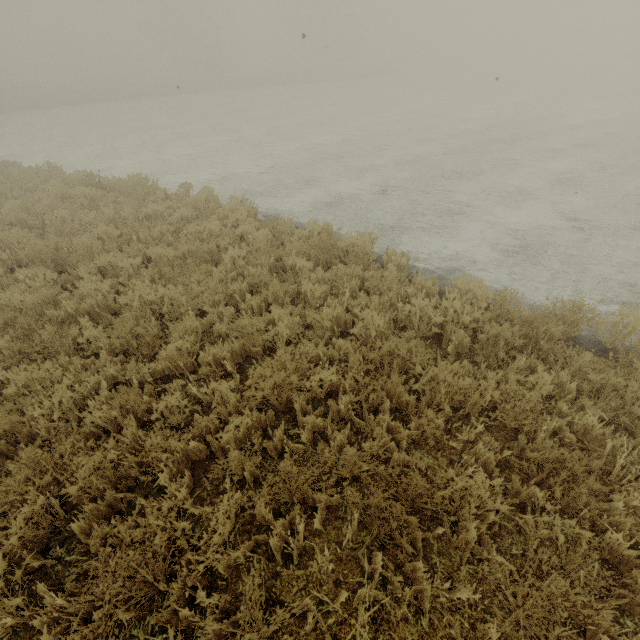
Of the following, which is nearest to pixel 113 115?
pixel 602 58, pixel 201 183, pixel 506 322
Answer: pixel 201 183
